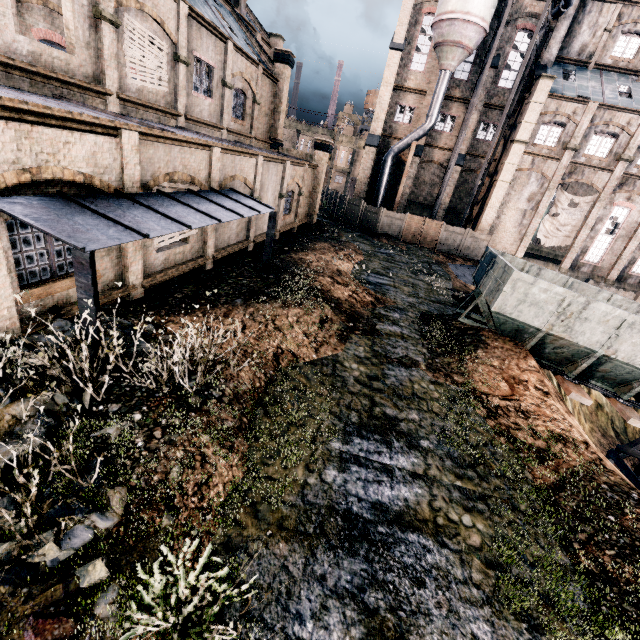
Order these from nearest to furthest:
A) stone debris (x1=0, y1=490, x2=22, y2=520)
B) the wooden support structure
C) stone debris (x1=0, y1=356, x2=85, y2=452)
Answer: stone debris (x1=0, y1=490, x2=22, y2=520) < stone debris (x1=0, y1=356, x2=85, y2=452) < the wooden support structure

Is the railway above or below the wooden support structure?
above

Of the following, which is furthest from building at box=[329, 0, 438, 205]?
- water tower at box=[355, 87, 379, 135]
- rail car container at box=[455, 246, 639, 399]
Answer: rail car container at box=[455, 246, 639, 399]

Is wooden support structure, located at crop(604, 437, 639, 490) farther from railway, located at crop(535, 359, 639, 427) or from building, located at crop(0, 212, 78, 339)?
building, located at crop(0, 212, 78, 339)

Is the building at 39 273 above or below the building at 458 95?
below

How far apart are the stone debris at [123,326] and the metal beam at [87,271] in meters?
0.6

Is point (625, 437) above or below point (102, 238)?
below

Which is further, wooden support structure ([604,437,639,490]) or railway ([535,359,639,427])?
wooden support structure ([604,437,639,490])
